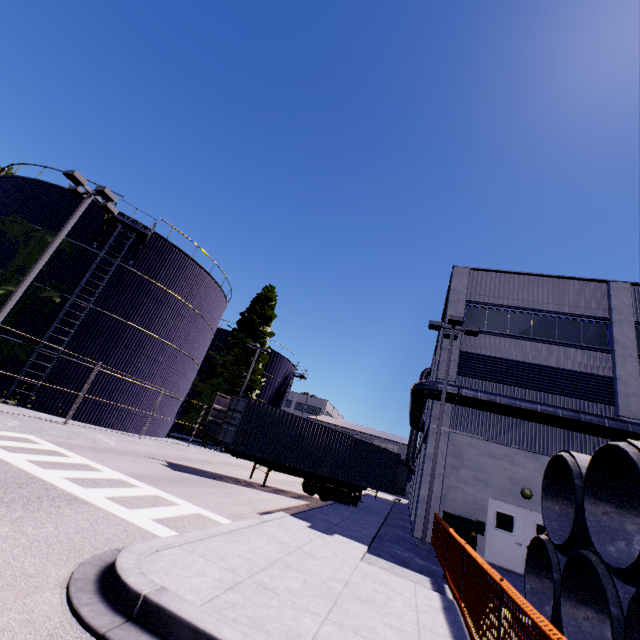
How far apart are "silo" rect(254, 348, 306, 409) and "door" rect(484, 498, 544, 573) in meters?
27.0

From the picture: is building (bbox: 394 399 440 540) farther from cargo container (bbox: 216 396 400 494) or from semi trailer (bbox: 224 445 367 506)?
semi trailer (bbox: 224 445 367 506)

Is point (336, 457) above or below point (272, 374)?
below

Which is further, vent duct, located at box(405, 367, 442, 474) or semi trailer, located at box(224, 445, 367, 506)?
vent duct, located at box(405, 367, 442, 474)

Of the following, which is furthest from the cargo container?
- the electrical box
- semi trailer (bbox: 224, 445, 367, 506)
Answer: the electrical box

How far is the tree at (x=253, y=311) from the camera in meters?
30.2

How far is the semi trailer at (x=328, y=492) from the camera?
15.54m

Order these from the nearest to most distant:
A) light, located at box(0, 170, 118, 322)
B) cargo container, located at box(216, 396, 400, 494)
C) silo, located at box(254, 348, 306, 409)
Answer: light, located at box(0, 170, 118, 322) → cargo container, located at box(216, 396, 400, 494) → silo, located at box(254, 348, 306, 409)
